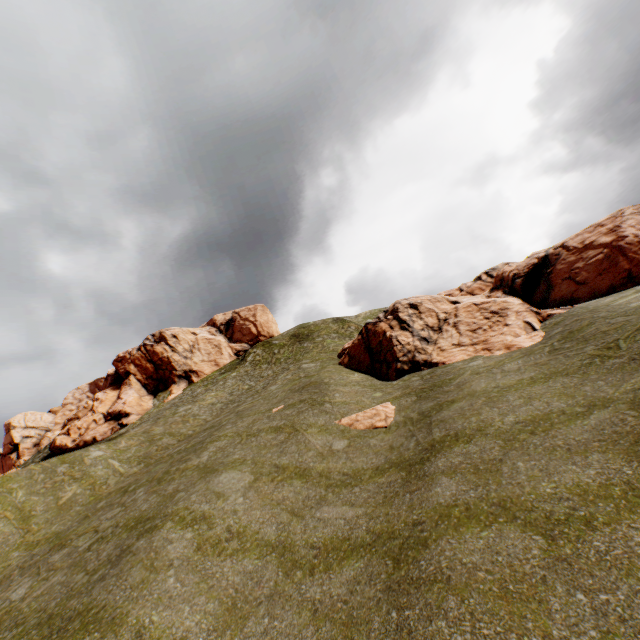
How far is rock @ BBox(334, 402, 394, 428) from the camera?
15.0 meters

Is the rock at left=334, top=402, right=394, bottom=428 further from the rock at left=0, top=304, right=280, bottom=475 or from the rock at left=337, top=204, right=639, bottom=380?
the rock at left=0, top=304, right=280, bottom=475

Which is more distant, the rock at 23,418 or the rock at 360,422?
the rock at 23,418

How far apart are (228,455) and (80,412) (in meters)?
41.28

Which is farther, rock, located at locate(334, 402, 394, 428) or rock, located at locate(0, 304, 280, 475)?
rock, located at locate(0, 304, 280, 475)

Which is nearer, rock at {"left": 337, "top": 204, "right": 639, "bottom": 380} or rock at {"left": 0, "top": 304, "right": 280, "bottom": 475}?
rock at {"left": 337, "top": 204, "right": 639, "bottom": 380}

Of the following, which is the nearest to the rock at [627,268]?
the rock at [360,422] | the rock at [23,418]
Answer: the rock at [360,422]

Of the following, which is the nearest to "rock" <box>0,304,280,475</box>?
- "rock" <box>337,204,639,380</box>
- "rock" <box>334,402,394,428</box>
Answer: "rock" <box>337,204,639,380</box>
